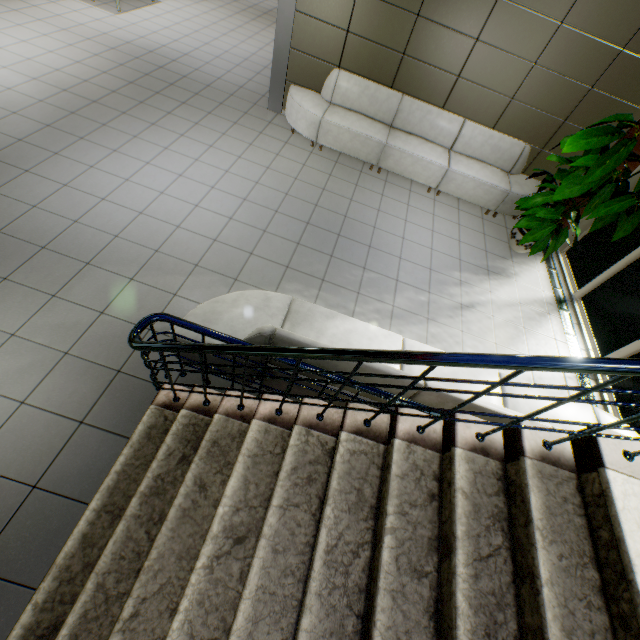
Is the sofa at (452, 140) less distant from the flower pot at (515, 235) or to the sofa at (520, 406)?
the flower pot at (515, 235)

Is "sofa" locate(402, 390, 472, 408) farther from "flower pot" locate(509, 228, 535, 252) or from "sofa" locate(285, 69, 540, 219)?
"sofa" locate(285, 69, 540, 219)

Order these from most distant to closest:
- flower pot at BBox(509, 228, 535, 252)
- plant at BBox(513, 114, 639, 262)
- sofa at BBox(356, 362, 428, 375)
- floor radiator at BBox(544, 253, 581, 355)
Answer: flower pot at BBox(509, 228, 535, 252) < floor radiator at BBox(544, 253, 581, 355) < plant at BBox(513, 114, 639, 262) < sofa at BBox(356, 362, 428, 375)

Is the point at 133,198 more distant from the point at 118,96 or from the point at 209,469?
the point at 209,469

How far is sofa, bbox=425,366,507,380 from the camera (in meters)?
3.04

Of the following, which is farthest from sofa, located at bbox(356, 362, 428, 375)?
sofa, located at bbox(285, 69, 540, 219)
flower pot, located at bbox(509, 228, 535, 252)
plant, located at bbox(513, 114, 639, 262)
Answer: sofa, located at bbox(285, 69, 540, 219)

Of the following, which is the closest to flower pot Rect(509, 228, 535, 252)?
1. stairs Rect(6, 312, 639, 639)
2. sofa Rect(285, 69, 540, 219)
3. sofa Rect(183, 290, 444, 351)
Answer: sofa Rect(285, 69, 540, 219)

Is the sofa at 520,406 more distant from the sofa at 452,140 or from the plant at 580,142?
the sofa at 452,140
